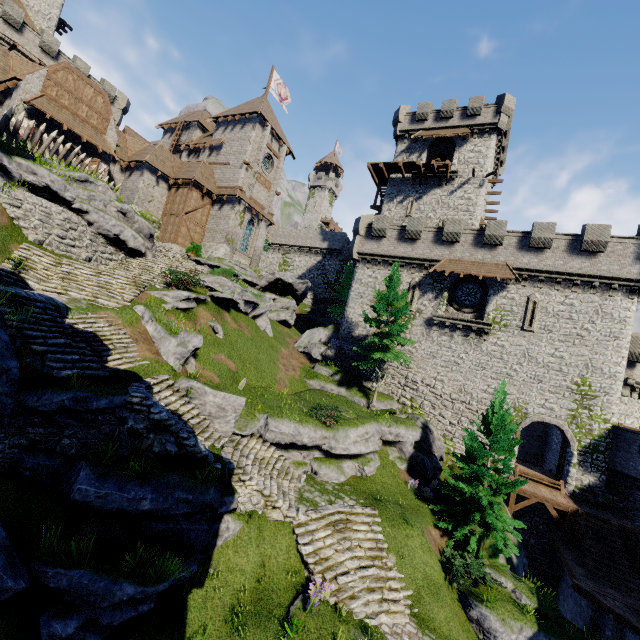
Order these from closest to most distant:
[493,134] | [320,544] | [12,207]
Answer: [320,544], [12,207], [493,134]

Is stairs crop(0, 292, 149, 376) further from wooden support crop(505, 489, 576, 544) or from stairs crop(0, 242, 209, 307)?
wooden support crop(505, 489, 576, 544)

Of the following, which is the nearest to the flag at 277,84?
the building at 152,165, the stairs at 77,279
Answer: the building at 152,165

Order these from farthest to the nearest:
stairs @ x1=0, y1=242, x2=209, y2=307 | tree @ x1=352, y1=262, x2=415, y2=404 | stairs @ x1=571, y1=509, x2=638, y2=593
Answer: tree @ x1=352, y1=262, x2=415, y2=404 → stairs @ x1=571, y1=509, x2=638, y2=593 → stairs @ x1=0, y1=242, x2=209, y2=307

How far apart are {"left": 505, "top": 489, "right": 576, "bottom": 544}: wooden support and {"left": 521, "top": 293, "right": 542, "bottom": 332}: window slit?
10.16m

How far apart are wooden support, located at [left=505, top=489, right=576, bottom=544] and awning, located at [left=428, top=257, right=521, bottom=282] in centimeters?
1312cm

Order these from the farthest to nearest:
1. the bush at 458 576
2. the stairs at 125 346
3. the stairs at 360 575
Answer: the bush at 458 576
the stairs at 360 575
the stairs at 125 346

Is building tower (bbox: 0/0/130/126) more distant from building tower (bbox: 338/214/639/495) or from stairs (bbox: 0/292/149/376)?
stairs (bbox: 0/292/149/376)
